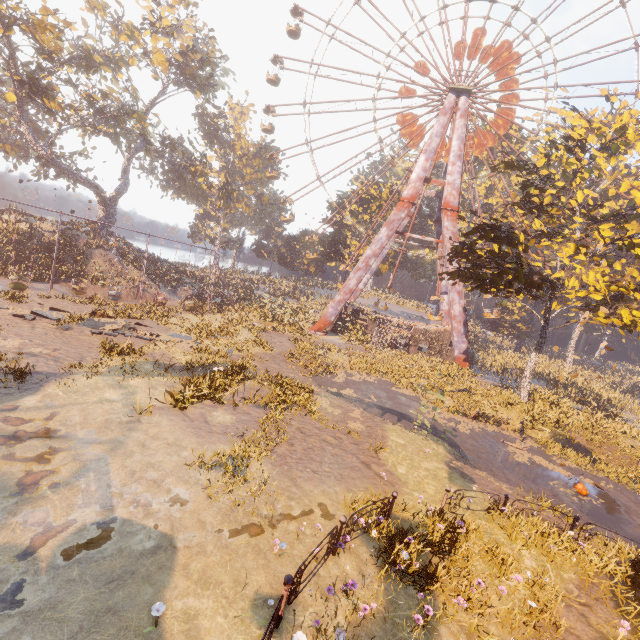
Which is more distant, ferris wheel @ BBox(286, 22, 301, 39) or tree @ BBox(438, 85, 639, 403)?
ferris wheel @ BBox(286, 22, 301, 39)

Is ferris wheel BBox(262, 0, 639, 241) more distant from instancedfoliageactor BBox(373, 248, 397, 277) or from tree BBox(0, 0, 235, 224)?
tree BBox(0, 0, 235, 224)

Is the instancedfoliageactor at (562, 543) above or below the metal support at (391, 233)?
below

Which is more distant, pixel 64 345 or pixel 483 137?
pixel 483 137

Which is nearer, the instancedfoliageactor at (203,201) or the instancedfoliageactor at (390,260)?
the instancedfoliageactor at (390,260)

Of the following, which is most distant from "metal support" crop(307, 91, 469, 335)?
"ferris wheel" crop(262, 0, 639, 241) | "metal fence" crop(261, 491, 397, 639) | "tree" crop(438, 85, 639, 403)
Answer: "metal fence" crop(261, 491, 397, 639)

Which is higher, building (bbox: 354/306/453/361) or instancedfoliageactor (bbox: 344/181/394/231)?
instancedfoliageactor (bbox: 344/181/394/231)

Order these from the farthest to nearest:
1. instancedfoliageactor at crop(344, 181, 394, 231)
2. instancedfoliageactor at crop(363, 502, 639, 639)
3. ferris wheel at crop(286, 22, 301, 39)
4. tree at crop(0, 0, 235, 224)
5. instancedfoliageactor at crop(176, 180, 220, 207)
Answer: instancedfoliageactor at crop(176, 180, 220, 207)
instancedfoliageactor at crop(344, 181, 394, 231)
ferris wheel at crop(286, 22, 301, 39)
tree at crop(0, 0, 235, 224)
instancedfoliageactor at crop(363, 502, 639, 639)
